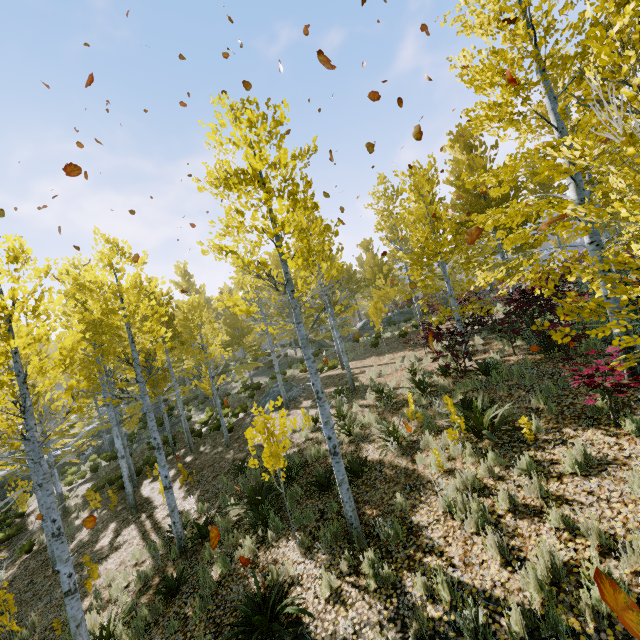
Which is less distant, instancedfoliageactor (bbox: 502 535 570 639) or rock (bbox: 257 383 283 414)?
instancedfoliageactor (bbox: 502 535 570 639)

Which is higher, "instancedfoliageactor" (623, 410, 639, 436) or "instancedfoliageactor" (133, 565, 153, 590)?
"instancedfoliageactor" (623, 410, 639, 436)

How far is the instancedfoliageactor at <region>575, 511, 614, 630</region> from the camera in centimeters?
311cm

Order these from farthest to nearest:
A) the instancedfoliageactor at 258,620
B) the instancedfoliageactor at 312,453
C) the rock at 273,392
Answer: the rock at 273,392 → the instancedfoliageactor at 312,453 → the instancedfoliageactor at 258,620

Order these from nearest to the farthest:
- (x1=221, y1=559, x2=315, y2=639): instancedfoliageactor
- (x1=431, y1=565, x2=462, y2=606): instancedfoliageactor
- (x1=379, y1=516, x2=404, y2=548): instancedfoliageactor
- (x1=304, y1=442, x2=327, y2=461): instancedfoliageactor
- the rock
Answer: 1. (x1=431, y1=565, x2=462, y2=606): instancedfoliageactor
2. (x1=221, y1=559, x2=315, y2=639): instancedfoliageactor
3. (x1=379, y1=516, x2=404, y2=548): instancedfoliageactor
4. (x1=304, y1=442, x2=327, y2=461): instancedfoliageactor
5. the rock

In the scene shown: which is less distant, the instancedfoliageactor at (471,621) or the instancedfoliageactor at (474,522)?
the instancedfoliageactor at (471,621)

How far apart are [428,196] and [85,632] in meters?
13.3 m
